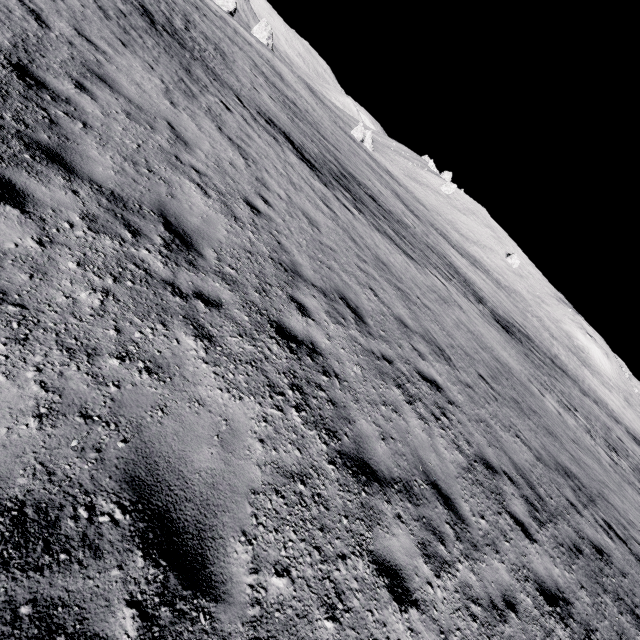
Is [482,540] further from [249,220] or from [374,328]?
[249,220]
